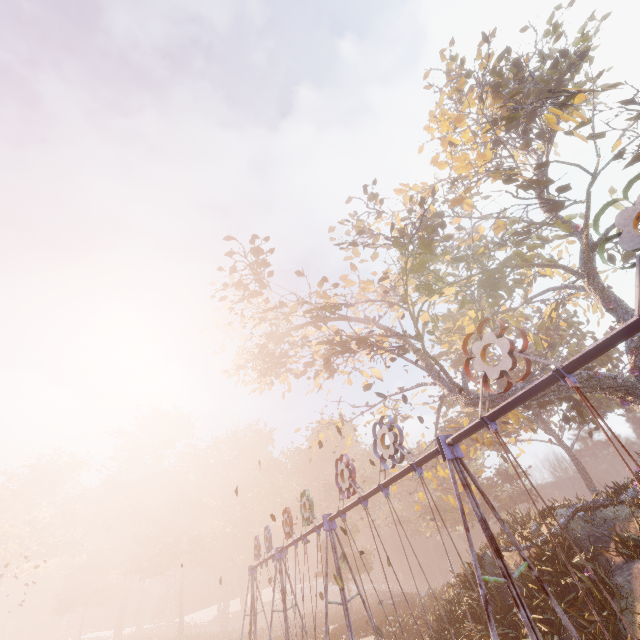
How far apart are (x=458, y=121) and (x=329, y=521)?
25.4 meters

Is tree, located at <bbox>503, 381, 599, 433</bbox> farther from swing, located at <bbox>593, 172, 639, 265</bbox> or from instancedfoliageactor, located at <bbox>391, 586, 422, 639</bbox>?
instancedfoliageactor, located at <bbox>391, 586, 422, 639</bbox>

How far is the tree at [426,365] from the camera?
18.5m

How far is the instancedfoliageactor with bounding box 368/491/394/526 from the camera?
50.2m

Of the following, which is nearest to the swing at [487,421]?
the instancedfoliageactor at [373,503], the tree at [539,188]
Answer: the tree at [539,188]

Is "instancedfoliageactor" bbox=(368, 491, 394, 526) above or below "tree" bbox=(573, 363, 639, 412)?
above

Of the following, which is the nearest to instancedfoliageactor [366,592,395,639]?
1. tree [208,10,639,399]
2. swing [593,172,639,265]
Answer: swing [593,172,639,265]
